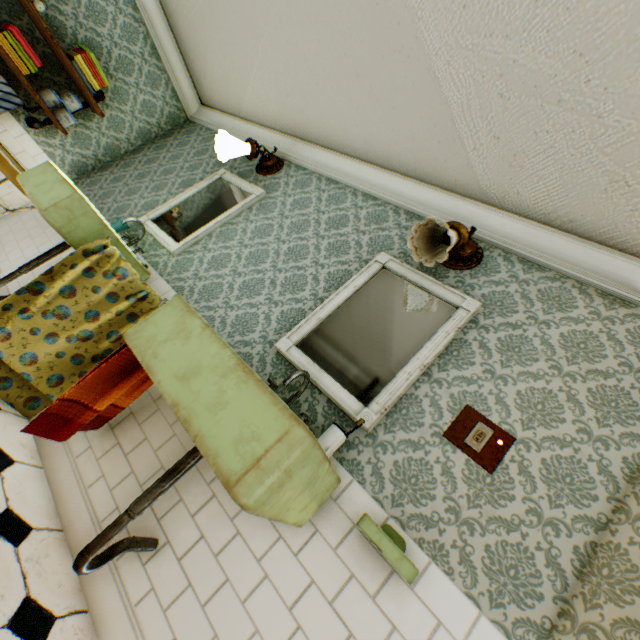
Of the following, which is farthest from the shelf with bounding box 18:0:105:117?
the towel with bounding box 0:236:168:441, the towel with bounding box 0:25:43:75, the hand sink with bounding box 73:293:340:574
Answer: the hand sink with bounding box 73:293:340:574

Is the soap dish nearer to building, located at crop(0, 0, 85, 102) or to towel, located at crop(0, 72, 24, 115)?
building, located at crop(0, 0, 85, 102)

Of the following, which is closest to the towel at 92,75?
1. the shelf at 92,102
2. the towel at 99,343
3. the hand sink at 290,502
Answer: the shelf at 92,102

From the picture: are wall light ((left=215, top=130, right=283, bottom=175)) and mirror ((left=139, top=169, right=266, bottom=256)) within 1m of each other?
yes

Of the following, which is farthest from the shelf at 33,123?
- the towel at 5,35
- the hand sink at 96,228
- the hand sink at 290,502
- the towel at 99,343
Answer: the hand sink at 290,502

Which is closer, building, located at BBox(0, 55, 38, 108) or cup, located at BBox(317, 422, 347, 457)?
cup, located at BBox(317, 422, 347, 457)

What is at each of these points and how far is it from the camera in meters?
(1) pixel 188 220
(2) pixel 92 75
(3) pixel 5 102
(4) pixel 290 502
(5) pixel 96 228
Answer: (1) mirror, 3.0 m
(2) towel, 3.4 m
(3) towel, 3.1 m
(4) hand sink, 1.1 m
(5) hand sink, 2.2 m

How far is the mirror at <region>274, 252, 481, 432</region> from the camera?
1.8m
